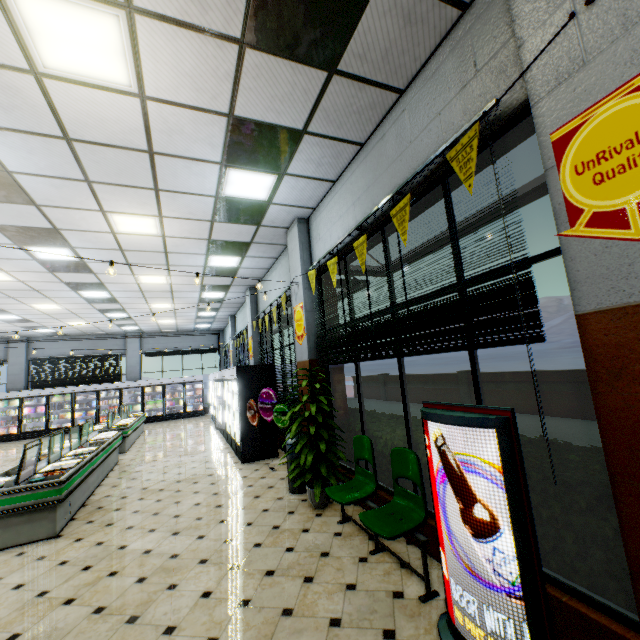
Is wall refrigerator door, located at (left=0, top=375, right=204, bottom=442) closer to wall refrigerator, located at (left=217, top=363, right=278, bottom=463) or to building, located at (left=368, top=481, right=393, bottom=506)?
building, located at (left=368, top=481, right=393, bottom=506)

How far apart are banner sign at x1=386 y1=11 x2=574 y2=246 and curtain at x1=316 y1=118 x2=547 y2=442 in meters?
0.1 m

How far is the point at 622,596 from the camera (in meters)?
2.07

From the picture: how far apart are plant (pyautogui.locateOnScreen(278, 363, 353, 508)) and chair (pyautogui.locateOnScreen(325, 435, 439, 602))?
0.6 meters

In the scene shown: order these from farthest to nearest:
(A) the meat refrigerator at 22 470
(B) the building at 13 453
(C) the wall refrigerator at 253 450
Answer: (B) the building at 13 453, (C) the wall refrigerator at 253 450, (A) the meat refrigerator at 22 470

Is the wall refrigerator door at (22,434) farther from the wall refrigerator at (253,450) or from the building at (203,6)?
the wall refrigerator at (253,450)

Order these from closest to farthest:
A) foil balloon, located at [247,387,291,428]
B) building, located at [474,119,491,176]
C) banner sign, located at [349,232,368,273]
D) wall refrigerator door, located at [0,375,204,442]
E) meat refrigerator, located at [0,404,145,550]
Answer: building, located at [474,119,491,176] < banner sign, located at [349,232,368,273] < meat refrigerator, located at [0,404,145,550] < foil balloon, located at [247,387,291,428] < wall refrigerator door, located at [0,375,204,442]
